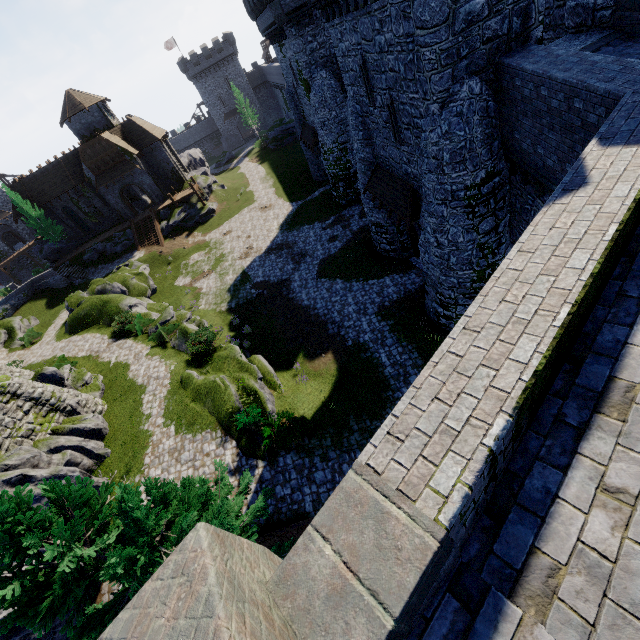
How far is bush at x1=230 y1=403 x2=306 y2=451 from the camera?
13.8 meters

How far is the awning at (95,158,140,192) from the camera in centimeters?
3866cm

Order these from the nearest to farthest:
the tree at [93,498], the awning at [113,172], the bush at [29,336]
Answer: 1. the tree at [93,498]
2. the bush at [29,336]
3. the awning at [113,172]

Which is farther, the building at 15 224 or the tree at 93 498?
the building at 15 224

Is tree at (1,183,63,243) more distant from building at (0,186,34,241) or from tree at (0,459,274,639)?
tree at (0,459,274,639)

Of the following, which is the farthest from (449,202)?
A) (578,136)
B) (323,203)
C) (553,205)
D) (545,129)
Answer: (323,203)

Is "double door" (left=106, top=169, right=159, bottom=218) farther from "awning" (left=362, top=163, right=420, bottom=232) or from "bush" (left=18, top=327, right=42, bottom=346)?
"awning" (left=362, top=163, right=420, bottom=232)

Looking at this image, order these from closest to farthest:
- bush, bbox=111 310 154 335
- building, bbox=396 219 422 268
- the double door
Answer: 1. building, bbox=396 219 422 268
2. bush, bbox=111 310 154 335
3. the double door
